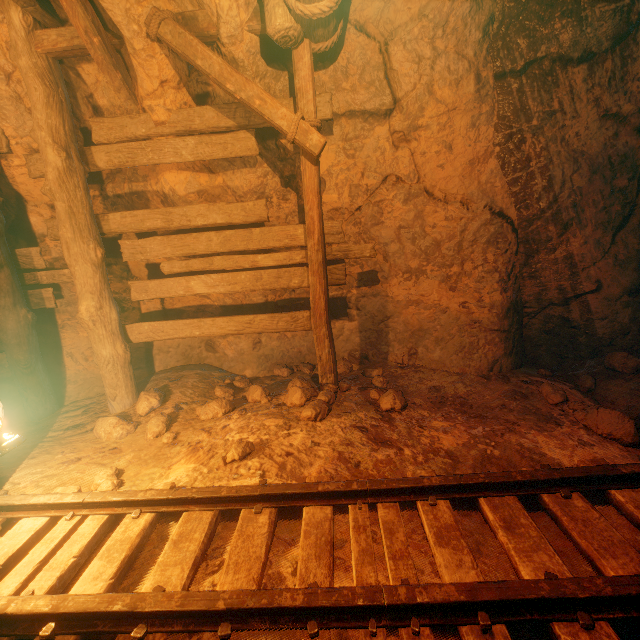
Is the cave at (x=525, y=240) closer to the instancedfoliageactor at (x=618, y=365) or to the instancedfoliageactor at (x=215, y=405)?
the instancedfoliageactor at (x=618, y=365)

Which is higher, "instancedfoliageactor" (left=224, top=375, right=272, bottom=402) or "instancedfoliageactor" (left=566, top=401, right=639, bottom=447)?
"instancedfoliageactor" (left=224, top=375, right=272, bottom=402)

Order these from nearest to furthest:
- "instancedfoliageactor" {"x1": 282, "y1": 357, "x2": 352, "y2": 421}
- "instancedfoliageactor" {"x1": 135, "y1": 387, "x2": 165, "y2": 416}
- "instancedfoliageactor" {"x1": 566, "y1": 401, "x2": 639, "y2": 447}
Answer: "instancedfoliageactor" {"x1": 566, "y1": 401, "x2": 639, "y2": 447} → "instancedfoliageactor" {"x1": 282, "y1": 357, "x2": 352, "y2": 421} → "instancedfoliageactor" {"x1": 135, "y1": 387, "x2": 165, "y2": 416}

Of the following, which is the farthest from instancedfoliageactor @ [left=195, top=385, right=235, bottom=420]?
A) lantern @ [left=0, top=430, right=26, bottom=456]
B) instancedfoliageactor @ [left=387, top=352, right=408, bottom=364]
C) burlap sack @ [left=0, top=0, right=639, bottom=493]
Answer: instancedfoliageactor @ [left=387, top=352, right=408, bottom=364]

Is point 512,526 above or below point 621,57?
below

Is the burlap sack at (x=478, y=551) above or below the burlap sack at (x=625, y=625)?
above

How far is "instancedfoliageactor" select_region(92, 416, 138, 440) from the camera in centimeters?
340cm

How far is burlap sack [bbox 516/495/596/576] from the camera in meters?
1.7
